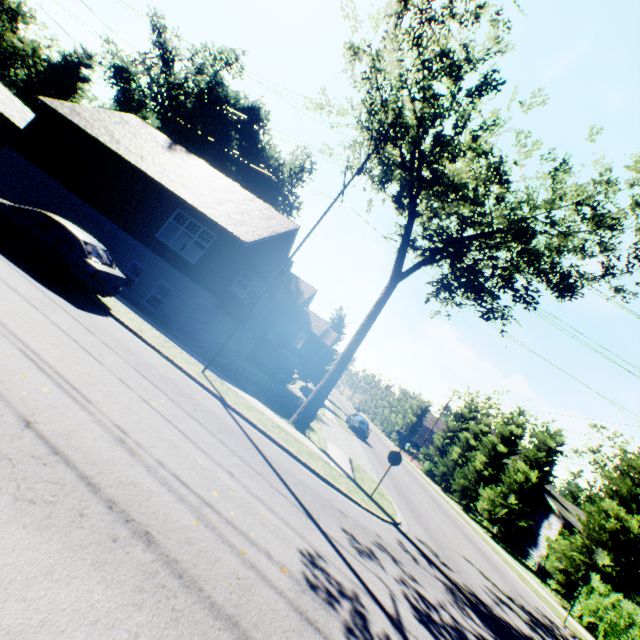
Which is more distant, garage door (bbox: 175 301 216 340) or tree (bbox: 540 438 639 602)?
garage door (bbox: 175 301 216 340)

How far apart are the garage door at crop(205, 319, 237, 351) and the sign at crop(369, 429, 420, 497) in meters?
16.0

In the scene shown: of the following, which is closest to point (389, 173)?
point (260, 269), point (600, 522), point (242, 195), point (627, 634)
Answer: point (260, 269)

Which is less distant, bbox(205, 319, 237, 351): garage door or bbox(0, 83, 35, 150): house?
bbox(205, 319, 237, 351): garage door

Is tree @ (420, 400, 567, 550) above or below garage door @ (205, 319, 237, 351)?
above

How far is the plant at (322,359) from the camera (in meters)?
54.75

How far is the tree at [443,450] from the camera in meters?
25.9

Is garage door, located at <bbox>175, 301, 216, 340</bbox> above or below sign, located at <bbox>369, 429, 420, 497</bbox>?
below
